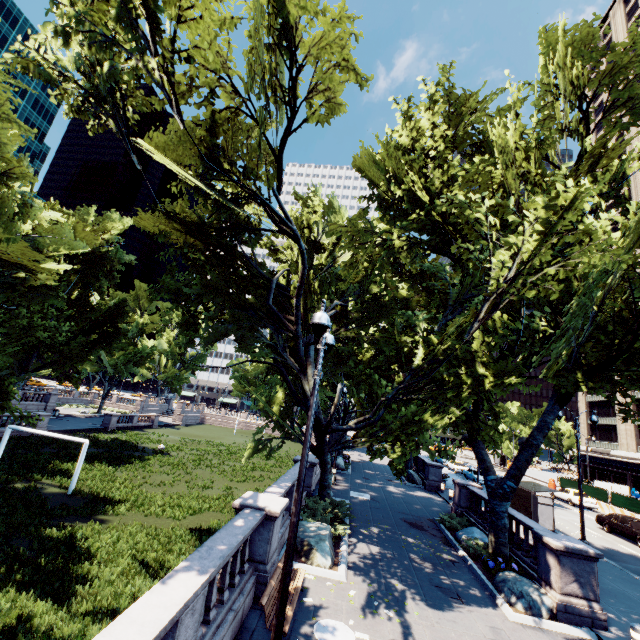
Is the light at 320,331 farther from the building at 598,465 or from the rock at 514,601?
the building at 598,465

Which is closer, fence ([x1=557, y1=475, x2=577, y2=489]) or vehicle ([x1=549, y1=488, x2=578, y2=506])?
vehicle ([x1=549, y1=488, x2=578, y2=506])

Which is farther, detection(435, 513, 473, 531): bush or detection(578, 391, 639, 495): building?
detection(578, 391, 639, 495): building

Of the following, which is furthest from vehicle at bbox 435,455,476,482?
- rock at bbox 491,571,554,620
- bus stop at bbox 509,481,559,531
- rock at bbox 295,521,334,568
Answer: rock at bbox 295,521,334,568

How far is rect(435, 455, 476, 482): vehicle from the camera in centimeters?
3624cm

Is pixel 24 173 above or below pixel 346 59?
below

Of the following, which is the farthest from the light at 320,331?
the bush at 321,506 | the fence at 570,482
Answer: the fence at 570,482

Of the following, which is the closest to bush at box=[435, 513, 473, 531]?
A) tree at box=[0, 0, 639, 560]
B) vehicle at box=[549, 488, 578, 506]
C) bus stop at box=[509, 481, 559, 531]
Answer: tree at box=[0, 0, 639, 560]
